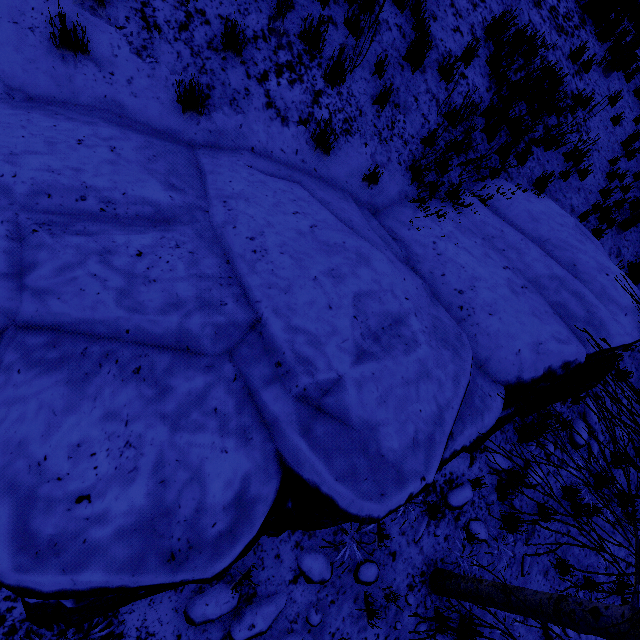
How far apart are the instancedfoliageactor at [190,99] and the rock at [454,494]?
6.1m

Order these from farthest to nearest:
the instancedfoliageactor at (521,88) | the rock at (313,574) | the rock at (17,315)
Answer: the instancedfoliageactor at (521,88)
the rock at (313,574)
the rock at (17,315)

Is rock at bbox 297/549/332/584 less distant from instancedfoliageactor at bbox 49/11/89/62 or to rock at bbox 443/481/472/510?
rock at bbox 443/481/472/510

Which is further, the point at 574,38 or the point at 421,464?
the point at 574,38

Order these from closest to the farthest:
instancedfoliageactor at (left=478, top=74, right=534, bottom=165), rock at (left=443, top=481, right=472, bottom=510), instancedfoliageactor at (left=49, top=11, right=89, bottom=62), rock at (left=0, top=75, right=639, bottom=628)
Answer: rock at (left=0, top=75, right=639, bottom=628)
instancedfoliageactor at (left=49, top=11, right=89, bottom=62)
rock at (left=443, top=481, right=472, bottom=510)
instancedfoliageactor at (left=478, top=74, right=534, bottom=165)

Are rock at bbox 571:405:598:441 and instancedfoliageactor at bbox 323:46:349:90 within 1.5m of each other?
no

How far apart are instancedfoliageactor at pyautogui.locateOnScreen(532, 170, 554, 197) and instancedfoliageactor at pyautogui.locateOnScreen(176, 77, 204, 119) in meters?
6.2 m

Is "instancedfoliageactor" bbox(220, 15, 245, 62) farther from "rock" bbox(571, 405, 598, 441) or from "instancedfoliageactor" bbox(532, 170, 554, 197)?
"rock" bbox(571, 405, 598, 441)
